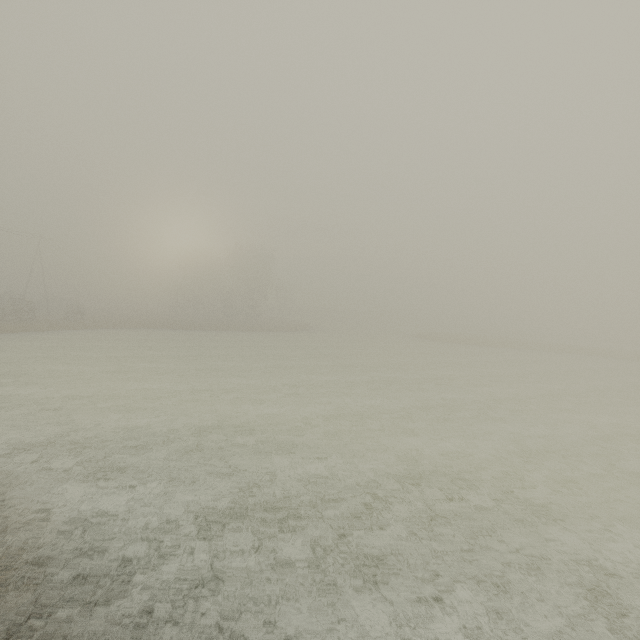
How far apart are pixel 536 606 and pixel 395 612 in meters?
2.6
